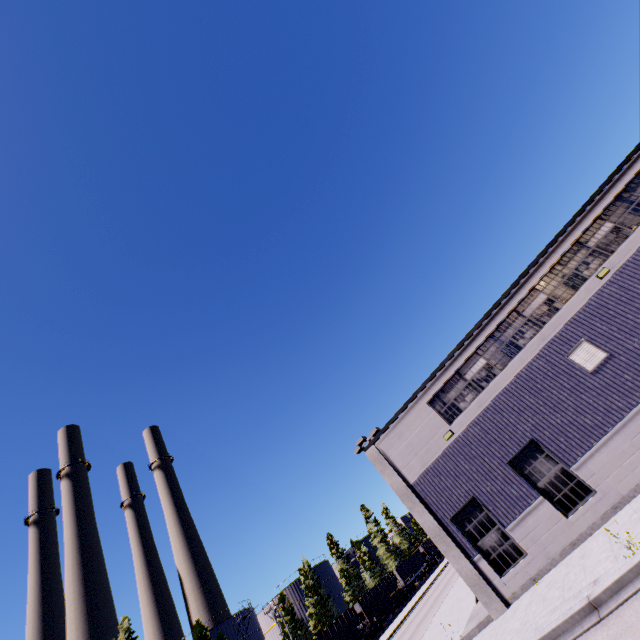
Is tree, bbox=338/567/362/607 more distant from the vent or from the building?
the vent

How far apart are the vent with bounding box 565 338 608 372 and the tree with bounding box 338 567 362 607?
64.02m

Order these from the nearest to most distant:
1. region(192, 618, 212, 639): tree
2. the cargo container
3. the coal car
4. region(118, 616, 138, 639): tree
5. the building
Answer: the building → region(118, 616, 138, 639): tree → the coal car → region(192, 618, 212, 639): tree → the cargo container

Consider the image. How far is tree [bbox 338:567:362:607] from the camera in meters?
56.6

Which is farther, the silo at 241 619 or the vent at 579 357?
the silo at 241 619

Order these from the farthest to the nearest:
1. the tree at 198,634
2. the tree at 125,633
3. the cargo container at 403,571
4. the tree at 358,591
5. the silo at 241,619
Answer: the tree at 358,591 → the cargo container at 403,571 → the silo at 241,619 → the tree at 198,634 → the tree at 125,633

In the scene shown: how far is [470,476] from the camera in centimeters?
1402cm

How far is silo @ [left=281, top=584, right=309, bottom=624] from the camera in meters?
56.9 m
